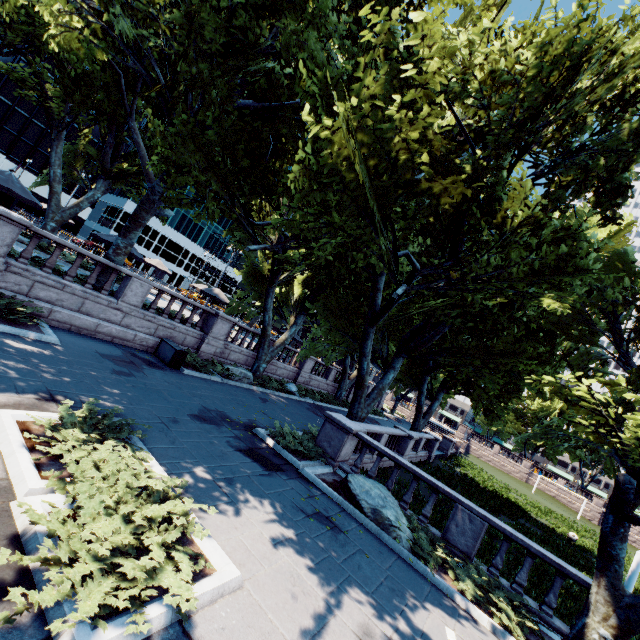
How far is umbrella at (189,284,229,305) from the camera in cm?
2295

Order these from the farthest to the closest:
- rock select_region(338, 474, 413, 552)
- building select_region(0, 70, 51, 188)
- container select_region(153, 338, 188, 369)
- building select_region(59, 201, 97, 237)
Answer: building select_region(59, 201, 97, 237)
building select_region(0, 70, 51, 188)
container select_region(153, 338, 188, 369)
rock select_region(338, 474, 413, 552)

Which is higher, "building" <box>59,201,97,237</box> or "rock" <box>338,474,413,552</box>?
"building" <box>59,201,97,237</box>

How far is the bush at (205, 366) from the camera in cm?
1622

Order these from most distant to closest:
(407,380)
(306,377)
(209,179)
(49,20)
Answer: (407,380)
(306,377)
(209,179)
(49,20)

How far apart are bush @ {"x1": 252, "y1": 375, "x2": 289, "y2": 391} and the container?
7.36m

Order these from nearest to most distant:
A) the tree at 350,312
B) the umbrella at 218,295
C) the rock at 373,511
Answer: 1. the tree at 350,312
2. the rock at 373,511
3. the umbrella at 218,295

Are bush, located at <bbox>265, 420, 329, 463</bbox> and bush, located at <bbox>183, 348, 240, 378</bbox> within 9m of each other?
yes
